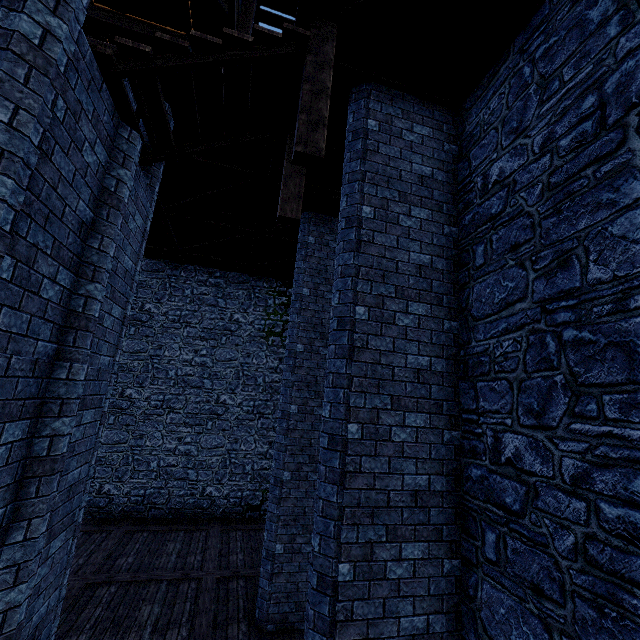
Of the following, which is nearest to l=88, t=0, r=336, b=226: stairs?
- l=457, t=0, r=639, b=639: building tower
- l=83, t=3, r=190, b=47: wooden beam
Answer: l=457, t=0, r=639, b=639: building tower

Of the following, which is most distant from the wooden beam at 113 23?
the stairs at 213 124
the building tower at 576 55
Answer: the stairs at 213 124

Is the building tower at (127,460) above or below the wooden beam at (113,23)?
below

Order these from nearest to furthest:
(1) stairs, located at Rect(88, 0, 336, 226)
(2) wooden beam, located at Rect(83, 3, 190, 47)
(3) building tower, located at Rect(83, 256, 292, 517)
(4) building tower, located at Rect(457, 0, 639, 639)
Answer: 1. (4) building tower, located at Rect(457, 0, 639, 639)
2. (1) stairs, located at Rect(88, 0, 336, 226)
3. (2) wooden beam, located at Rect(83, 3, 190, 47)
4. (3) building tower, located at Rect(83, 256, 292, 517)

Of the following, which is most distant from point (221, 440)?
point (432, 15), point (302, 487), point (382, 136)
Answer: point (432, 15)

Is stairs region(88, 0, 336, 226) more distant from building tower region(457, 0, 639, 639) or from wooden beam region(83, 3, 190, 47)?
wooden beam region(83, 3, 190, 47)

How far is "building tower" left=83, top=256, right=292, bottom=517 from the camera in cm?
1192

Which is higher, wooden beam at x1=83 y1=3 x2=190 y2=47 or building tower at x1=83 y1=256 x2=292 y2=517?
wooden beam at x1=83 y1=3 x2=190 y2=47
